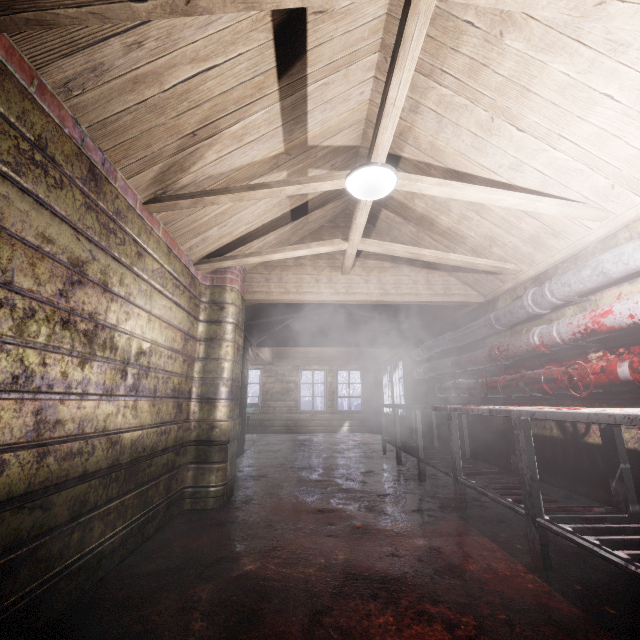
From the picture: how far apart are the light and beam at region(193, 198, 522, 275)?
0.0m

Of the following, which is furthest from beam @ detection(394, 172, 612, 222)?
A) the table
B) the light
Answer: the table

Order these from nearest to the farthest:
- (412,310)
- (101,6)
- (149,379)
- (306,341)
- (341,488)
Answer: (101,6) < (149,379) < (341,488) < (412,310) < (306,341)

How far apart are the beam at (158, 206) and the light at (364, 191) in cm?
4

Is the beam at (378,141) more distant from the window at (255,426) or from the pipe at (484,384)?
the window at (255,426)

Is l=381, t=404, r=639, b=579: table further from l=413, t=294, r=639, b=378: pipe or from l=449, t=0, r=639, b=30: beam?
l=449, t=0, r=639, b=30: beam

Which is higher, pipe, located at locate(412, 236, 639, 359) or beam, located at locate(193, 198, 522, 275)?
beam, located at locate(193, 198, 522, 275)

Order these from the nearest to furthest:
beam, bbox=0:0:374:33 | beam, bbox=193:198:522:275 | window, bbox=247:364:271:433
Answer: beam, bbox=0:0:374:33
beam, bbox=193:198:522:275
window, bbox=247:364:271:433
